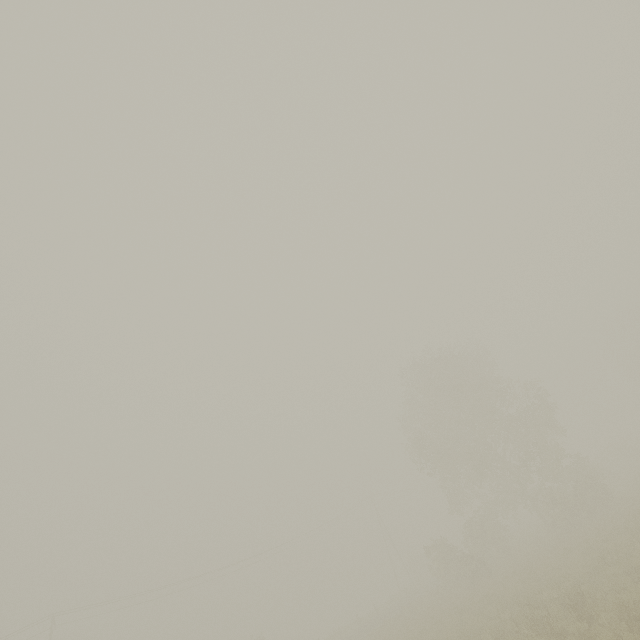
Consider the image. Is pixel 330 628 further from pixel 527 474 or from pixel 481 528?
pixel 527 474
